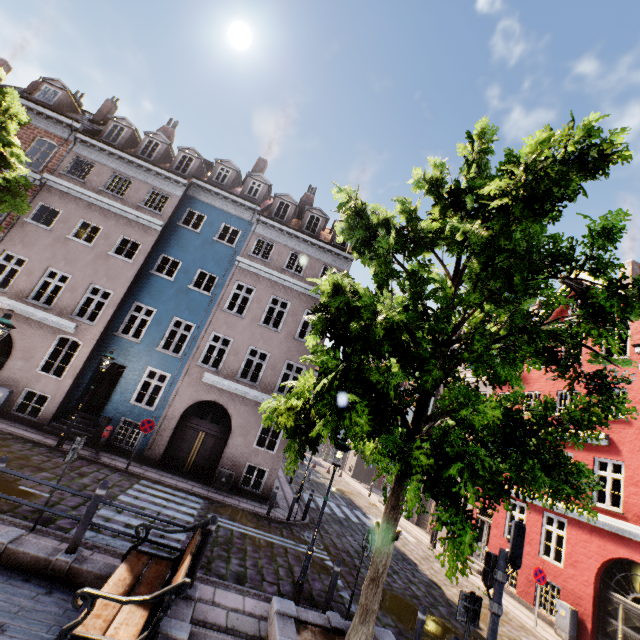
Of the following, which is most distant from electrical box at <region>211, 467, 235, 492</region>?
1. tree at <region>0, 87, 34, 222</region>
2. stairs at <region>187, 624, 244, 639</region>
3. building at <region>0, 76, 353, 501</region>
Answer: stairs at <region>187, 624, 244, 639</region>

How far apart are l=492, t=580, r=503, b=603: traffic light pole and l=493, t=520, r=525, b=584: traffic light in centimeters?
2cm

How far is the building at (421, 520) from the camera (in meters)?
21.19

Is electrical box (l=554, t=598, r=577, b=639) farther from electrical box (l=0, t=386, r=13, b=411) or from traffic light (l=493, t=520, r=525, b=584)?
electrical box (l=0, t=386, r=13, b=411)

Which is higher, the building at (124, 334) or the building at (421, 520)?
the building at (124, 334)

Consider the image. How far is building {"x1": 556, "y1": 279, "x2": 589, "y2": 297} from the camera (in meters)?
16.75

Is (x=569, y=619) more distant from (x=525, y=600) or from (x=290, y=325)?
(x=290, y=325)

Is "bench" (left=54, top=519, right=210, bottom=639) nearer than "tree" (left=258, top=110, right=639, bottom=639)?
Yes
